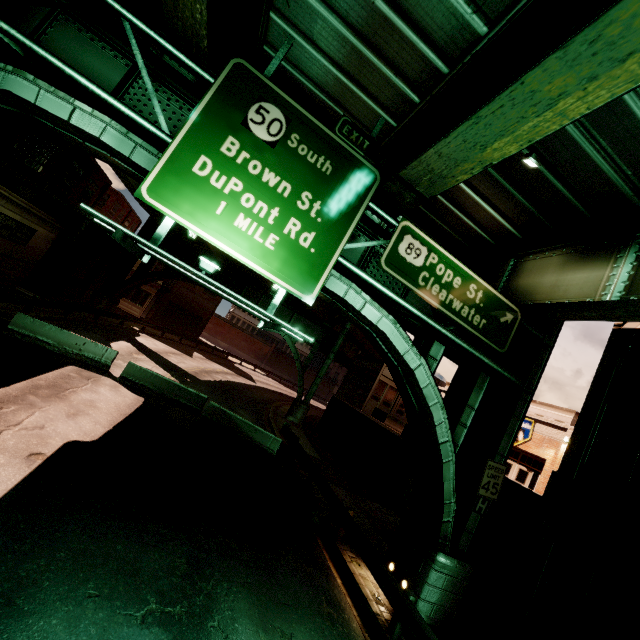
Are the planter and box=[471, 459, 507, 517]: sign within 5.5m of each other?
yes

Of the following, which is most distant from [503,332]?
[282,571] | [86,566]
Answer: [86,566]

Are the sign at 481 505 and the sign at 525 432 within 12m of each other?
no

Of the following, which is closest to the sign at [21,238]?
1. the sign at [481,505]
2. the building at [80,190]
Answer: the building at [80,190]

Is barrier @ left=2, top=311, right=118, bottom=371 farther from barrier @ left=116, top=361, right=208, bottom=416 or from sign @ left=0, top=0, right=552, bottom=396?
sign @ left=0, top=0, right=552, bottom=396

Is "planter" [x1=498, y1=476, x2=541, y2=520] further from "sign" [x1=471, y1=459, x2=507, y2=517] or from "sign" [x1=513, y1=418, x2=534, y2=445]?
"sign" [x1=513, y1=418, x2=534, y2=445]

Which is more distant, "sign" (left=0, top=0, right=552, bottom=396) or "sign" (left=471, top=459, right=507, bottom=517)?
"sign" (left=471, top=459, right=507, bottom=517)

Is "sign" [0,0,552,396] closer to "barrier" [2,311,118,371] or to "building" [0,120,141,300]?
"building" [0,120,141,300]
